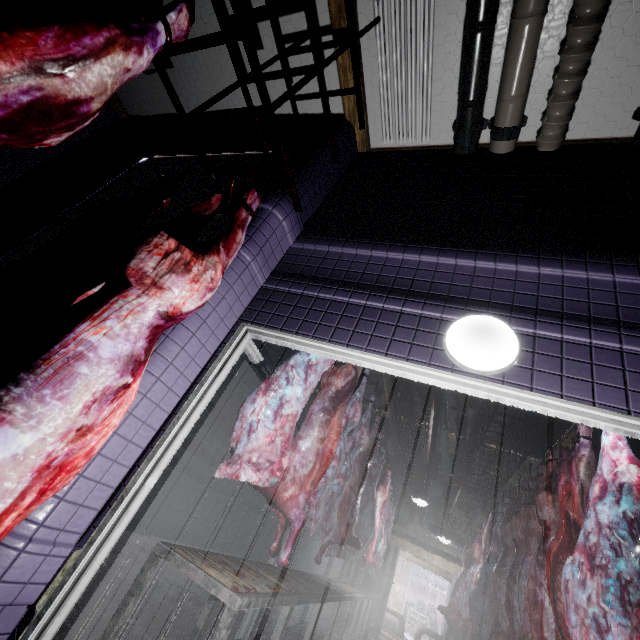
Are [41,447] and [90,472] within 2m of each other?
yes

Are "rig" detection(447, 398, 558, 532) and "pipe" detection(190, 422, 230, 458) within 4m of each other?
no

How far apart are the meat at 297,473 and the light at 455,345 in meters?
1.8

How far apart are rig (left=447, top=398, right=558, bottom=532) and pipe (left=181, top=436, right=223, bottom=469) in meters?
4.8

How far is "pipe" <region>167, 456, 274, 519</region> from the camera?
5.9m

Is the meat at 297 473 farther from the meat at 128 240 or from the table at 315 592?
the meat at 128 240

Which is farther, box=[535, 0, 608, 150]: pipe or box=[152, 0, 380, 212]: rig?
box=[535, 0, 608, 150]: pipe

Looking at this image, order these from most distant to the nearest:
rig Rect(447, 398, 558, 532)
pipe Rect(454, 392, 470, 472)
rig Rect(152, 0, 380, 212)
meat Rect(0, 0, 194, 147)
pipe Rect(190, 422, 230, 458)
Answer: pipe Rect(190, 422, 230, 458) < pipe Rect(454, 392, 470, 472) < rig Rect(447, 398, 558, 532) < rig Rect(152, 0, 380, 212) < meat Rect(0, 0, 194, 147)
